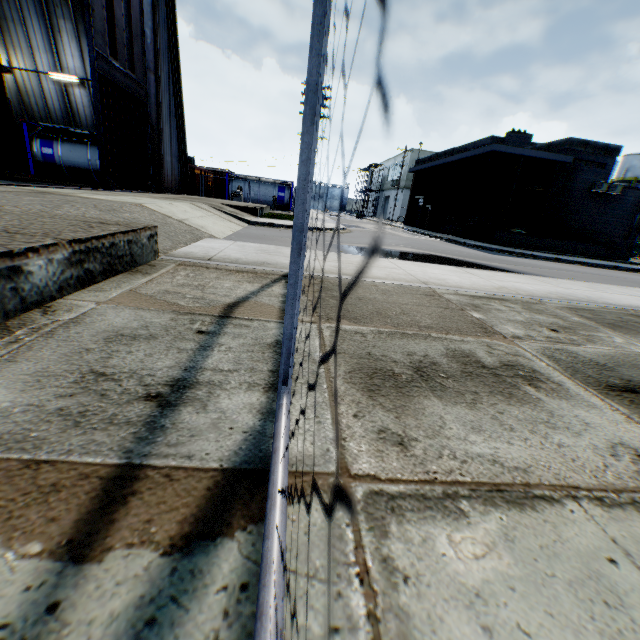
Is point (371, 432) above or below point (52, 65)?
below

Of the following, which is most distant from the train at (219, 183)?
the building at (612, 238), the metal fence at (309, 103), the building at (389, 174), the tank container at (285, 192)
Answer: the metal fence at (309, 103)

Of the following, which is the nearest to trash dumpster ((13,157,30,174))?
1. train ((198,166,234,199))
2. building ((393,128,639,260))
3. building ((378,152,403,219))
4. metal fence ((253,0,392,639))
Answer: train ((198,166,234,199))

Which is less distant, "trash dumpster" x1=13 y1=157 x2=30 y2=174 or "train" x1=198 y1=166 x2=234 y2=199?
"trash dumpster" x1=13 y1=157 x2=30 y2=174

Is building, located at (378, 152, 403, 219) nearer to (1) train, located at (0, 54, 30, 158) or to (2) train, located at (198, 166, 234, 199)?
(2) train, located at (198, 166, 234, 199)

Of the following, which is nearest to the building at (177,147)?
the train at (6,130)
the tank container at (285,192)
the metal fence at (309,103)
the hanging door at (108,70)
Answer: the hanging door at (108,70)

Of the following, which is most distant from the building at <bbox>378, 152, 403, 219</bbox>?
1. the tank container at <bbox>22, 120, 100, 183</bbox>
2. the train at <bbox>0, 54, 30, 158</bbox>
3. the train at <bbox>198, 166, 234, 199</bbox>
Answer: the train at <bbox>0, 54, 30, 158</bbox>

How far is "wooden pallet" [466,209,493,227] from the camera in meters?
24.2 m
